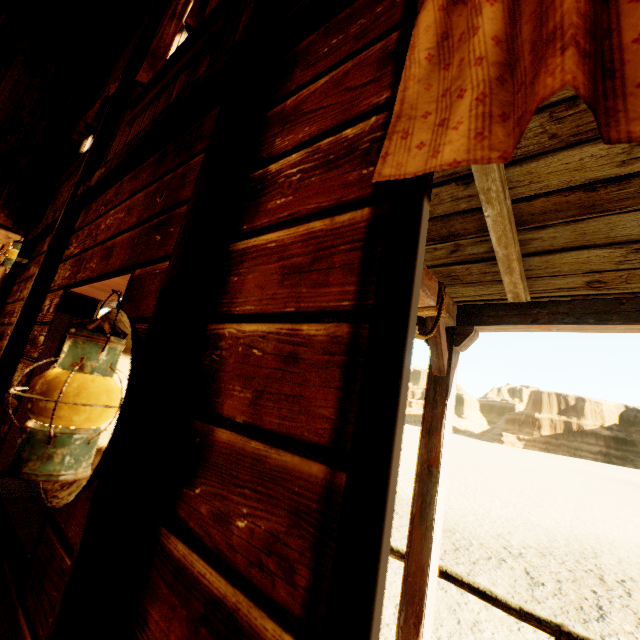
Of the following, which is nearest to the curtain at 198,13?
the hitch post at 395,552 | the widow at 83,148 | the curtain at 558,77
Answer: the widow at 83,148

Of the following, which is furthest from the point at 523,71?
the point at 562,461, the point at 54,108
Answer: the point at 562,461

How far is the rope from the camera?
1.9 meters

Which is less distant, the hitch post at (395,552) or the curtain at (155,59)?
the curtain at (155,59)

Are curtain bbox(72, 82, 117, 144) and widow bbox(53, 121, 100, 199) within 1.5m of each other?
yes

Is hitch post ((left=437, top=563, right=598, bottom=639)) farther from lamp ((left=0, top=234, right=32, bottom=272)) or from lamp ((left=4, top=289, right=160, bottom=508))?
lamp ((left=0, top=234, right=32, bottom=272))

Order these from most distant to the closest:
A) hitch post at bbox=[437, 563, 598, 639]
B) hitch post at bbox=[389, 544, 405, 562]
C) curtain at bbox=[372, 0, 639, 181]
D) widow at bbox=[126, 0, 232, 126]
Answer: hitch post at bbox=[389, 544, 405, 562] < hitch post at bbox=[437, 563, 598, 639] < widow at bbox=[126, 0, 232, 126] < curtain at bbox=[372, 0, 639, 181]

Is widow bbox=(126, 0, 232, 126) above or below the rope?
above
